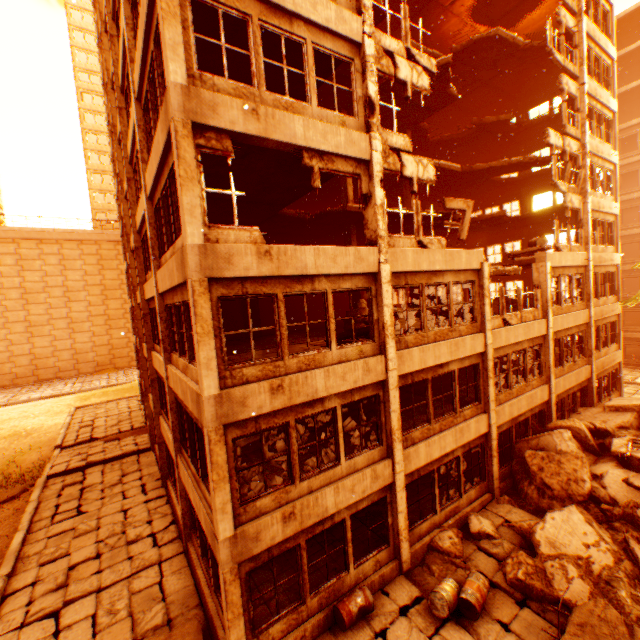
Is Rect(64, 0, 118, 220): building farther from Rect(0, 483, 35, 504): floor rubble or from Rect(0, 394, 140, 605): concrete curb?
Rect(0, 394, 140, 605): concrete curb

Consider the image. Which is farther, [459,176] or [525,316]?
[459,176]

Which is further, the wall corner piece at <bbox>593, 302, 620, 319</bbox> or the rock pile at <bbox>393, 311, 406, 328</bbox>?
the wall corner piece at <bbox>593, 302, 620, 319</bbox>

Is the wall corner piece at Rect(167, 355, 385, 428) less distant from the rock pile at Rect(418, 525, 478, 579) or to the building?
the rock pile at Rect(418, 525, 478, 579)

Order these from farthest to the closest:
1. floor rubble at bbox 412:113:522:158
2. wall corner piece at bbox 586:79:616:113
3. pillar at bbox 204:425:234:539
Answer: floor rubble at bbox 412:113:522:158 < wall corner piece at bbox 586:79:616:113 < pillar at bbox 204:425:234:539

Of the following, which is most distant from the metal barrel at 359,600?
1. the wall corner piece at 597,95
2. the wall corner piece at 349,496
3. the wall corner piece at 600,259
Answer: the wall corner piece at 597,95

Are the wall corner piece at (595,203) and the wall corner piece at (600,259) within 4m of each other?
yes

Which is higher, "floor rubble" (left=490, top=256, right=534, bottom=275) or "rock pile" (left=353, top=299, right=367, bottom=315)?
"floor rubble" (left=490, top=256, right=534, bottom=275)
